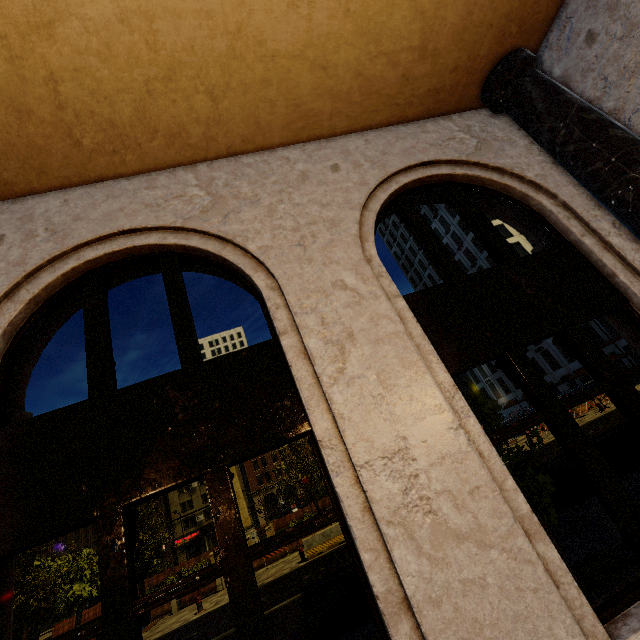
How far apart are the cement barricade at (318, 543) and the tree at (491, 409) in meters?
13.1 m

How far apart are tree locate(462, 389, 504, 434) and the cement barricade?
13.1m

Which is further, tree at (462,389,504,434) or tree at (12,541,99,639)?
tree at (12,541,99,639)

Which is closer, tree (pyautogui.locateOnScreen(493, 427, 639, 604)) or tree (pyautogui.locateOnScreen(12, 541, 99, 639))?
tree (pyautogui.locateOnScreen(493, 427, 639, 604))

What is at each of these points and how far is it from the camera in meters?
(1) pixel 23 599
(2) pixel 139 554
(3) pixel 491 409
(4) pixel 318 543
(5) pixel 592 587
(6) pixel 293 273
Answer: (1) tree, 18.6 m
(2) tree, 20.4 m
(3) tree, 5.9 m
(4) cement barricade, 15.5 m
(5) tree, 4.4 m
(6) building, 3.5 m

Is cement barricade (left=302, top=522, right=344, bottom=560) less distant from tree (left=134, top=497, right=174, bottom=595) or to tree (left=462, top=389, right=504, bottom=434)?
tree (left=134, top=497, right=174, bottom=595)

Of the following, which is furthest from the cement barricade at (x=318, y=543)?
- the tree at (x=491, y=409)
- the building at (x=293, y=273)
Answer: the building at (x=293, y=273)

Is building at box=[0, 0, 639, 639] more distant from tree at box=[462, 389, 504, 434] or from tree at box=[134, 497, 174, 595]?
tree at box=[462, 389, 504, 434]
